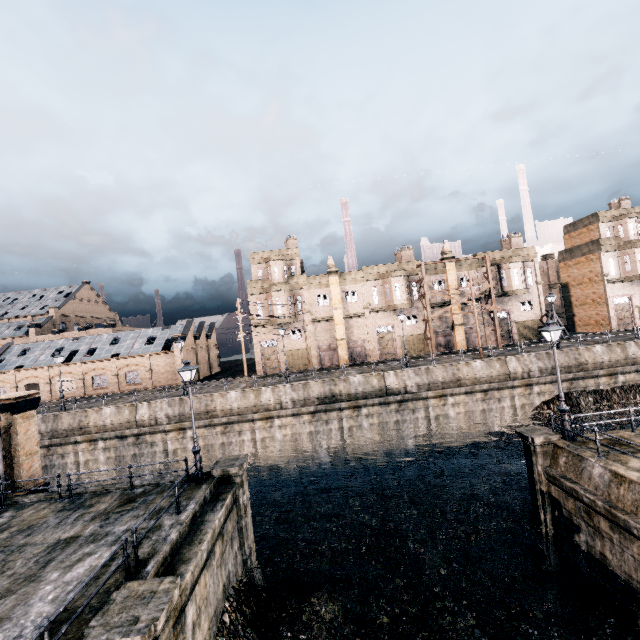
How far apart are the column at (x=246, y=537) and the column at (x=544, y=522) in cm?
1401

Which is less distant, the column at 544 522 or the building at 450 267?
the column at 544 522

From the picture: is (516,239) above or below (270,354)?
above

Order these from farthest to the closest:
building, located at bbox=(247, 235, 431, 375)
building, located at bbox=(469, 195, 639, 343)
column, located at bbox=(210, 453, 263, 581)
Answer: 1. building, located at bbox=(469, 195, 639, 343)
2. building, located at bbox=(247, 235, 431, 375)
3. column, located at bbox=(210, 453, 263, 581)

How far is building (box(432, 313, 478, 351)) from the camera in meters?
41.6 m

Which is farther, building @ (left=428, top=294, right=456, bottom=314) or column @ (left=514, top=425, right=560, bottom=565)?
building @ (left=428, top=294, right=456, bottom=314)
